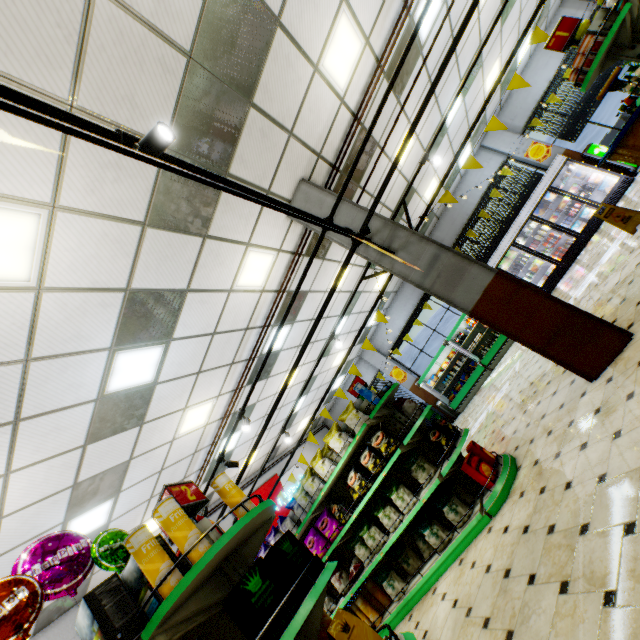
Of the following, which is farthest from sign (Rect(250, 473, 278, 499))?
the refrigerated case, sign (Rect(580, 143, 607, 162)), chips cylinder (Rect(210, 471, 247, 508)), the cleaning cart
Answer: sign (Rect(580, 143, 607, 162))

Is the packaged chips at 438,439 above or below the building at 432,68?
below

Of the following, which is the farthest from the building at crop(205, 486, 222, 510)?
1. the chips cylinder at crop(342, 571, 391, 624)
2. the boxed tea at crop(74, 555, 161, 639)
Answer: the boxed tea at crop(74, 555, 161, 639)

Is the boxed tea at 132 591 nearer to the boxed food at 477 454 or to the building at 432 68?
the building at 432 68

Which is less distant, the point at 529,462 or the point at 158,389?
the point at 529,462

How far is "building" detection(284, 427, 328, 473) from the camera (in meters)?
13.74

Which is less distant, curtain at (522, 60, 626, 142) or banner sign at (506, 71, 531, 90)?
banner sign at (506, 71, 531, 90)

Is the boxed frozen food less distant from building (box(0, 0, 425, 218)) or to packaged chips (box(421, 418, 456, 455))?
building (box(0, 0, 425, 218))
